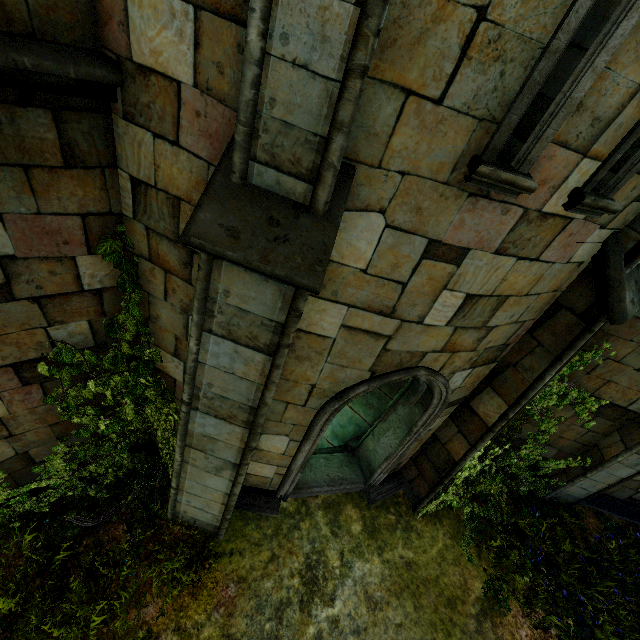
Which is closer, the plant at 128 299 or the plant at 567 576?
the plant at 128 299

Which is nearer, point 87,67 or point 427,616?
point 87,67

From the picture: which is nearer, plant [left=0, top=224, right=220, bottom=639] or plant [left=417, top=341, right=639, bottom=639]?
plant [left=0, top=224, right=220, bottom=639]
